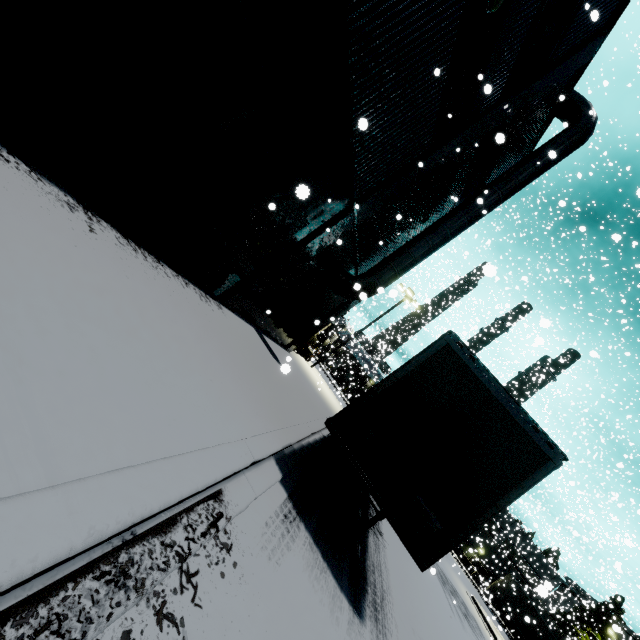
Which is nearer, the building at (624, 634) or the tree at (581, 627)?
the building at (624, 634)

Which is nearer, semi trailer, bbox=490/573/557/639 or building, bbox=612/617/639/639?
building, bbox=612/617/639/639

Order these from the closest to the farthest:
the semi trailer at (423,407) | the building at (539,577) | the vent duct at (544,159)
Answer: the semi trailer at (423,407) → the vent duct at (544,159) → the building at (539,577)

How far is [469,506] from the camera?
5.00m

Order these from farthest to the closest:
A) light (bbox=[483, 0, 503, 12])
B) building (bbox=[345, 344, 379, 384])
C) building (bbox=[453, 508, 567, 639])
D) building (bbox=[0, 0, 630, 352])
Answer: building (bbox=[453, 508, 567, 639])
building (bbox=[345, 344, 379, 384])
light (bbox=[483, 0, 503, 12])
building (bbox=[0, 0, 630, 352])

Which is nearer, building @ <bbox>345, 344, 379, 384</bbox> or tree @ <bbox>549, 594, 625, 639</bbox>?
building @ <bbox>345, 344, 379, 384</bbox>

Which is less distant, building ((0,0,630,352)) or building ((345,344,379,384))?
building ((0,0,630,352))
